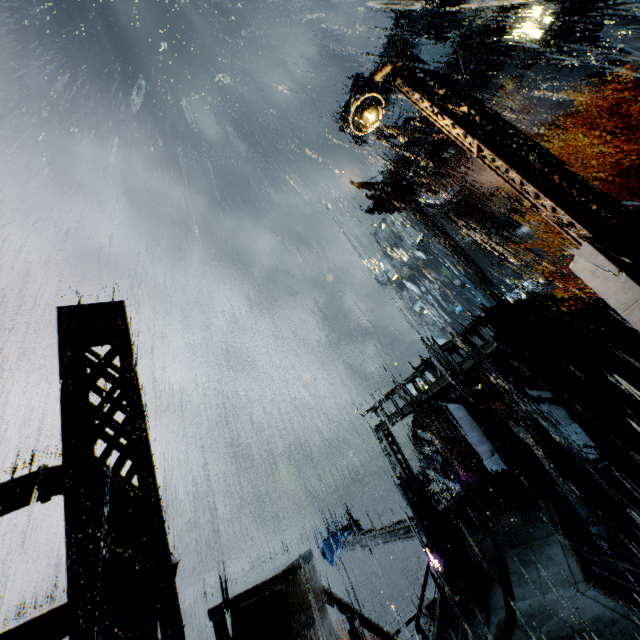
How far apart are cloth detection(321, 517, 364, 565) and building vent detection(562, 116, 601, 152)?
38.3 meters

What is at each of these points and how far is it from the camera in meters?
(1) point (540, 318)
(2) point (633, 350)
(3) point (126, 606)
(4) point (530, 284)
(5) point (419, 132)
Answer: (1) building, 20.5
(2) stairs, 21.3
(3) light, 2.7
(4) building vent, 34.8
(5) building, 40.1

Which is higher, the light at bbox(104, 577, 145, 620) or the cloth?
the light at bbox(104, 577, 145, 620)

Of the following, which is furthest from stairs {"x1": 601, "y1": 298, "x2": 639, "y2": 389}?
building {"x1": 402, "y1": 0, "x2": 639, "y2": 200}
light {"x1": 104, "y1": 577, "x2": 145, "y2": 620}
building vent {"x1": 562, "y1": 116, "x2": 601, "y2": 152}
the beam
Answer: light {"x1": 104, "y1": 577, "x2": 145, "y2": 620}

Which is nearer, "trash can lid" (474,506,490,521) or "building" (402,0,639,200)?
"trash can lid" (474,506,490,521)

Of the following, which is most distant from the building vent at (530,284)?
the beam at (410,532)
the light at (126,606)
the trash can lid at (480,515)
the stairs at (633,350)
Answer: the light at (126,606)

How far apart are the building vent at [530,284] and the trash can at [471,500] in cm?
2559

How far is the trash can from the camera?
16.0m
